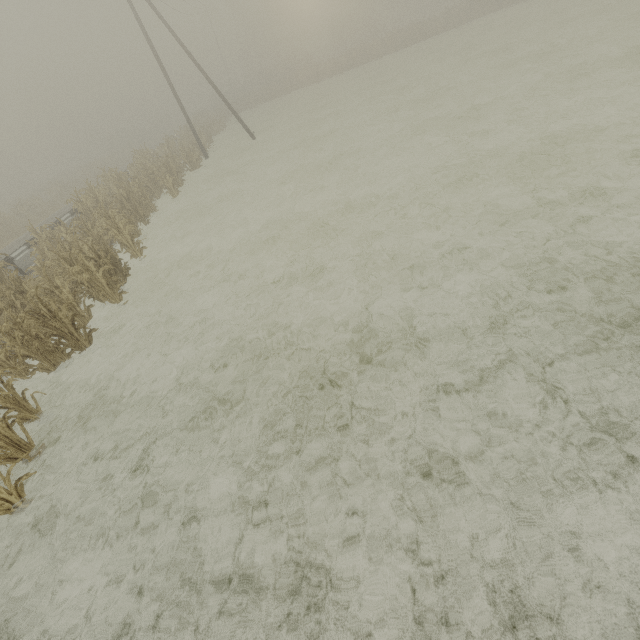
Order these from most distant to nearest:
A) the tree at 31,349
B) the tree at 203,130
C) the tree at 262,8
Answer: the tree at 262,8
the tree at 203,130
the tree at 31,349

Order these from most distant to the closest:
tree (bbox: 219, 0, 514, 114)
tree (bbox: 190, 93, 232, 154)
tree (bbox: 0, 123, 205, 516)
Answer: tree (bbox: 219, 0, 514, 114) → tree (bbox: 190, 93, 232, 154) → tree (bbox: 0, 123, 205, 516)

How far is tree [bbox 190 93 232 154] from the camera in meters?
27.8

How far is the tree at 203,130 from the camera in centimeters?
2778cm

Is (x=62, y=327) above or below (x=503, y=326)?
above

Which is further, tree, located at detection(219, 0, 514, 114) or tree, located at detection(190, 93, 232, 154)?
tree, located at detection(219, 0, 514, 114)
